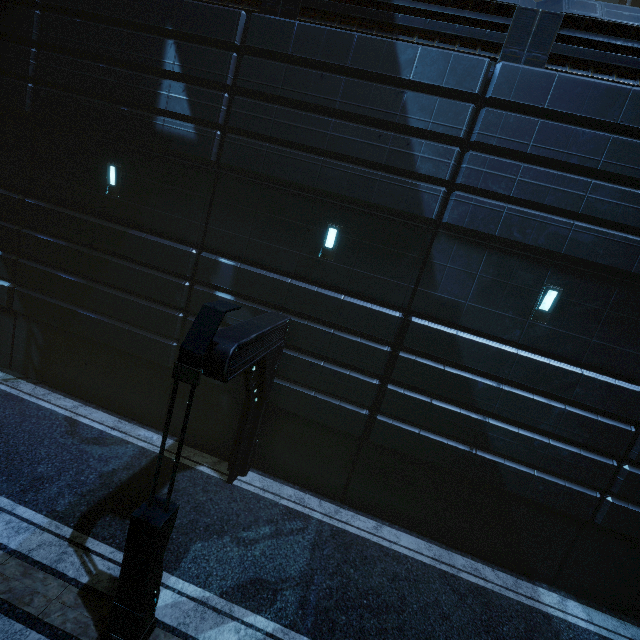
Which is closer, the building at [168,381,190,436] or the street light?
the street light

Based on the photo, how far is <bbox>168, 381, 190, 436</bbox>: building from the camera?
9.9m

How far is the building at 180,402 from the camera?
9.9 meters

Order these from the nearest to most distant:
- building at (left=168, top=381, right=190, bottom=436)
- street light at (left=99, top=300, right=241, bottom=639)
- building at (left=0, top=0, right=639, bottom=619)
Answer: street light at (left=99, top=300, right=241, bottom=639) → building at (left=0, top=0, right=639, bottom=619) → building at (left=168, top=381, right=190, bottom=436)

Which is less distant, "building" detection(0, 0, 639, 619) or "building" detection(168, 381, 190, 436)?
"building" detection(0, 0, 639, 619)

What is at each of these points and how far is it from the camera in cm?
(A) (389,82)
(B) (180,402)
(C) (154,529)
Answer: (A) building, 761
(B) building, 1000
(C) street light, 455

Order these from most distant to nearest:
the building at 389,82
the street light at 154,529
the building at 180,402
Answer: the building at 180,402, the building at 389,82, the street light at 154,529
